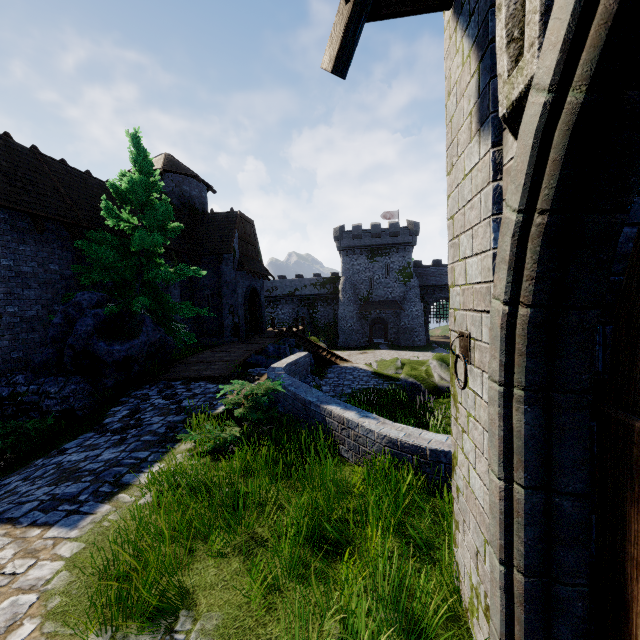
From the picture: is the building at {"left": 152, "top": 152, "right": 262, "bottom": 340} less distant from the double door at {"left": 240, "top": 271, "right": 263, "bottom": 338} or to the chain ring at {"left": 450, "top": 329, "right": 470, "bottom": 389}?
the double door at {"left": 240, "top": 271, "right": 263, "bottom": 338}

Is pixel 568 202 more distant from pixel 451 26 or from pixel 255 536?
pixel 255 536

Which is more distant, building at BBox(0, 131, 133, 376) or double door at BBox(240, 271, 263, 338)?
double door at BBox(240, 271, 263, 338)

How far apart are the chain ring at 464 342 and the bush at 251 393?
3.97m

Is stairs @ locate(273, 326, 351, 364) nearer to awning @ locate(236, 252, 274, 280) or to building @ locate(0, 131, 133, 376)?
building @ locate(0, 131, 133, 376)

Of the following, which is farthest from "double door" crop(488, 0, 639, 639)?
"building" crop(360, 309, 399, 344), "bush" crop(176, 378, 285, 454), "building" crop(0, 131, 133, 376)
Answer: "building" crop(360, 309, 399, 344)

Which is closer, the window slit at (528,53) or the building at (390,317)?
the window slit at (528,53)

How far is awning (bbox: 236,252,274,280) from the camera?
21.5m
